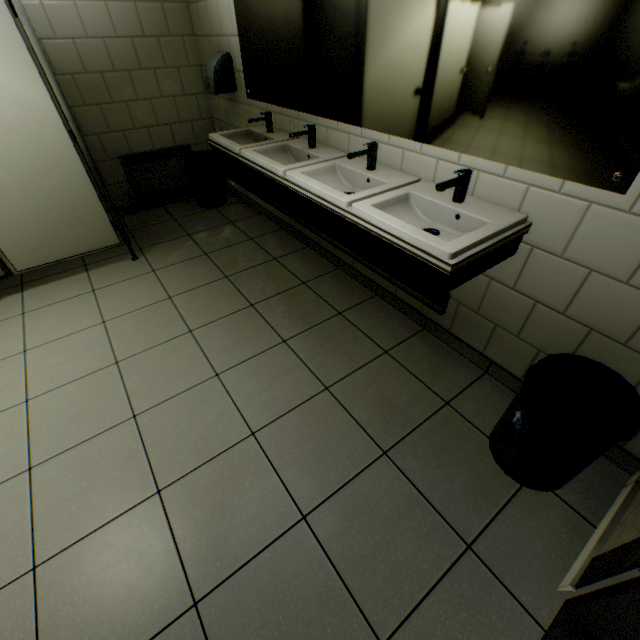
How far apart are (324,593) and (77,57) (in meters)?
4.53

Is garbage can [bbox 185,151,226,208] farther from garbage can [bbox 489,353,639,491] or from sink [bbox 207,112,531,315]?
garbage can [bbox 489,353,639,491]

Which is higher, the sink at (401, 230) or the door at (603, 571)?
the sink at (401, 230)

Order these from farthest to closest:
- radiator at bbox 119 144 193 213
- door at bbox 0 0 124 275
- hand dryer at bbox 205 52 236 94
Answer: radiator at bbox 119 144 193 213 < hand dryer at bbox 205 52 236 94 < door at bbox 0 0 124 275

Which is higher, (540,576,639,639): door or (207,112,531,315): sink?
(207,112,531,315): sink

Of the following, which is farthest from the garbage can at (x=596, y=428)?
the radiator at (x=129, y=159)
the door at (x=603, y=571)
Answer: the radiator at (x=129, y=159)

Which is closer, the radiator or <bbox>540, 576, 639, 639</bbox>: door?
<bbox>540, 576, 639, 639</bbox>: door

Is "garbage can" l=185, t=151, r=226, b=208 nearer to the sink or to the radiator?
the radiator
